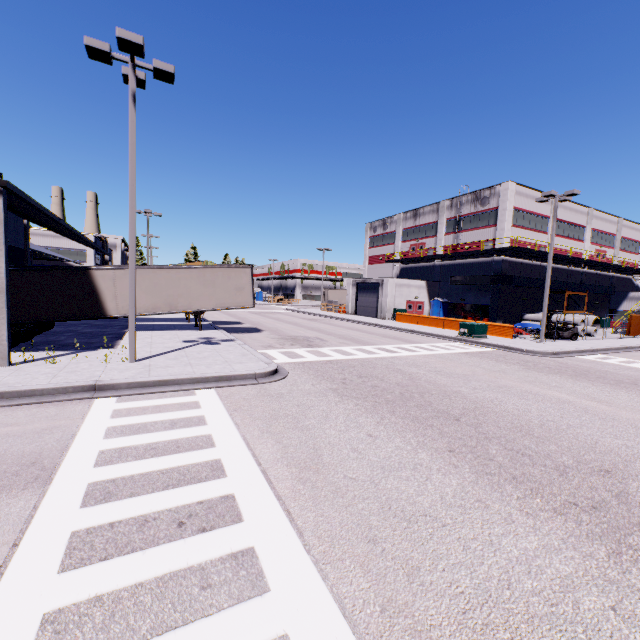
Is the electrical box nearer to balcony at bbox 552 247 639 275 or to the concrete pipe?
balcony at bbox 552 247 639 275

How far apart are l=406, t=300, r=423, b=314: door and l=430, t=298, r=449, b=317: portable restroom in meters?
0.8 m

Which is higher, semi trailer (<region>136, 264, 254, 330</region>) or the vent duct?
the vent duct

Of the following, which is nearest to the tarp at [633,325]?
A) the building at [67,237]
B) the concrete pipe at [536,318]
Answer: the building at [67,237]

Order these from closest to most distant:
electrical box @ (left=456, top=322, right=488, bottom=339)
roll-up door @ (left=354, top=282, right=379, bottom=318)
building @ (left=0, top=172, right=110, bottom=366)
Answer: building @ (left=0, top=172, right=110, bottom=366)
electrical box @ (left=456, top=322, right=488, bottom=339)
roll-up door @ (left=354, top=282, right=379, bottom=318)

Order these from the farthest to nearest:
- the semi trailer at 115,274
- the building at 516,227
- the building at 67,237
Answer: the building at 516,227, the semi trailer at 115,274, the building at 67,237

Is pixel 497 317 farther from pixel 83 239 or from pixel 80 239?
pixel 80 239

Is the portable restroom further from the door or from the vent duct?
the vent duct
